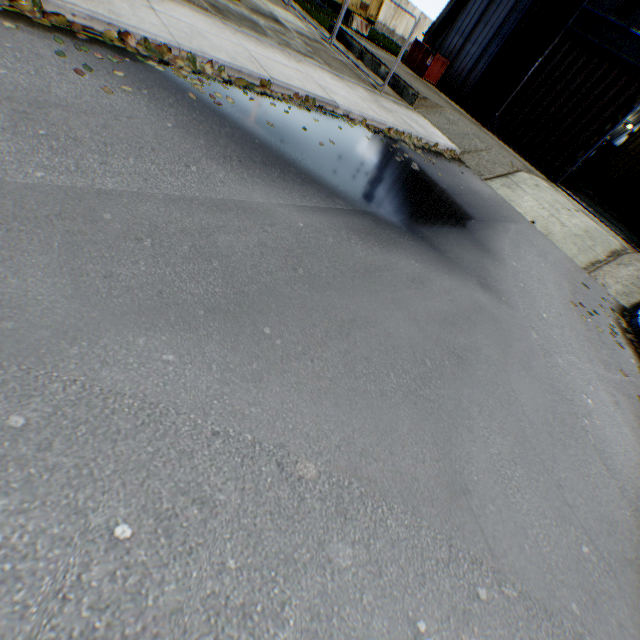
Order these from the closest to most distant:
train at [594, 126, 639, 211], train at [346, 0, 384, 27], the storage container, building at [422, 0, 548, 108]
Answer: building at [422, 0, 548, 108] < train at [594, 126, 639, 211] < train at [346, 0, 384, 27] < the storage container

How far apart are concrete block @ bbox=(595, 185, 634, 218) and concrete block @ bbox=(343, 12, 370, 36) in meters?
21.0

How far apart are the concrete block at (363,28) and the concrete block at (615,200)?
21.0 meters

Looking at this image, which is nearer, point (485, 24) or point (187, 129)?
point (187, 129)

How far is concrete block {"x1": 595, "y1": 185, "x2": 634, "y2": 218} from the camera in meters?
20.2 m

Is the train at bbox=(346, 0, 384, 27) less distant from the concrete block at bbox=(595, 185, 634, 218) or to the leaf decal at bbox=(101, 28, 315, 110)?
the concrete block at bbox=(595, 185, 634, 218)

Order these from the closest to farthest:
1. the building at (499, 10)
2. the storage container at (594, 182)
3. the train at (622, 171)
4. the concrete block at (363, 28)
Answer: the building at (499, 10) → the train at (622, 171) → the concrete block at (363, 28) → the storage container at (594, 182)

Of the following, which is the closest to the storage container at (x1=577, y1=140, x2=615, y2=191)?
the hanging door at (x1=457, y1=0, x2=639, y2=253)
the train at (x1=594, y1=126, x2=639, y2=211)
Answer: the train at (x1=594, y1=126, x2=639, y2=211)
